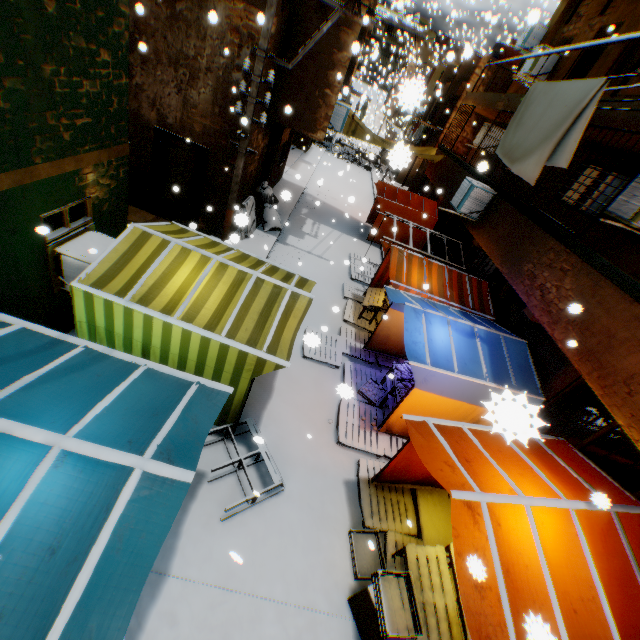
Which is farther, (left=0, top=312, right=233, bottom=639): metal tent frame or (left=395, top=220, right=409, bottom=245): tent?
(left=395, top=220, right=409, bottom=245): tent

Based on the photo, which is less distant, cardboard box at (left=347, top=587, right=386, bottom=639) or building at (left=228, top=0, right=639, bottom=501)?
cardboard box at (left=347, top=587, right=386, bottom=639)

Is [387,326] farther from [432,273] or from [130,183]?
[130,183]

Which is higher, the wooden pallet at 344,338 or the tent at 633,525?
the tent at 633,525

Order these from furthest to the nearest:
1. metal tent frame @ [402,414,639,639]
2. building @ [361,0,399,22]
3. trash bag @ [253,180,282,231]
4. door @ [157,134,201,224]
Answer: trash bag @ [253,180,282,231], door @ [157,134,201,224], building @ [361,0,399,22], metal tent frame @ [402,414,639,639]

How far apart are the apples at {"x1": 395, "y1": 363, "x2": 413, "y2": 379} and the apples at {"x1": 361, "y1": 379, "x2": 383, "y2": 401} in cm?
80

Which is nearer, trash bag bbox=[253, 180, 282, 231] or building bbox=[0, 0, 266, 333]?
building bbox=[0, 0, 266, 333]

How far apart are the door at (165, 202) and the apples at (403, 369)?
7.0m
